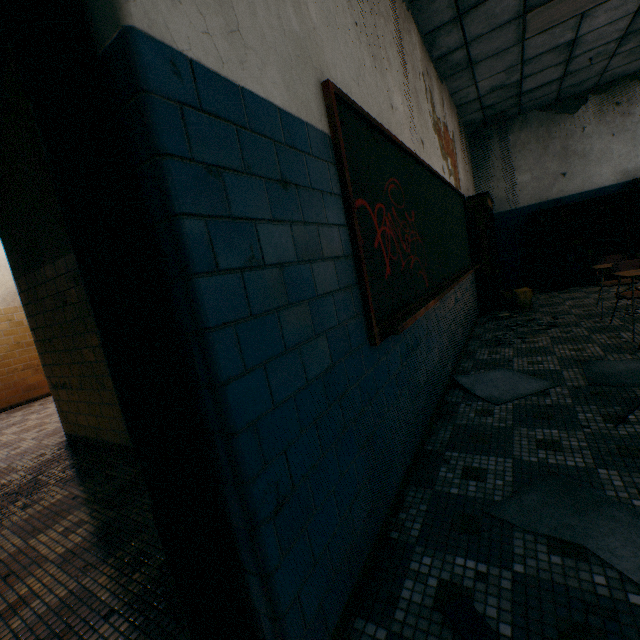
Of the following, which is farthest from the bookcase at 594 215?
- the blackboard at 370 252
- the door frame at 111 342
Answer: the door frame at 111 342

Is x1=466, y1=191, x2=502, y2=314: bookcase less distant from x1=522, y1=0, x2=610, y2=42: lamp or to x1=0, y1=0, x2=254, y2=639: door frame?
x1=522, y1=0, x2=610, y2=42: lamp

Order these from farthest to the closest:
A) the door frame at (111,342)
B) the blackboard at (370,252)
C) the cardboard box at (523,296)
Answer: the cardboard box at (523,296), the blackboard at (370,252), the door frame at (111,342)

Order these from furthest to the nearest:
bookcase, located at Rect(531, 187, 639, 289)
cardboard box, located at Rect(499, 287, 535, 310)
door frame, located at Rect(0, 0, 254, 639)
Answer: bookcase, located at Rect(531, 187, 639, 289) → cardboard box, located at Rect(499, 287, 535, 310) → door frame, located at Rect(0, 0, 254, 639)

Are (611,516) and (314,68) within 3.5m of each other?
yes

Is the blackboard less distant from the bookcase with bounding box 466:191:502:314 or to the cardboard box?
the bookcase with bounding box 466:191:502:314

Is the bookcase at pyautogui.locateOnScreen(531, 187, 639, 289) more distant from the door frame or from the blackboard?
the door frame

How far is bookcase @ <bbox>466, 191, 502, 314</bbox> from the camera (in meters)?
5.83
